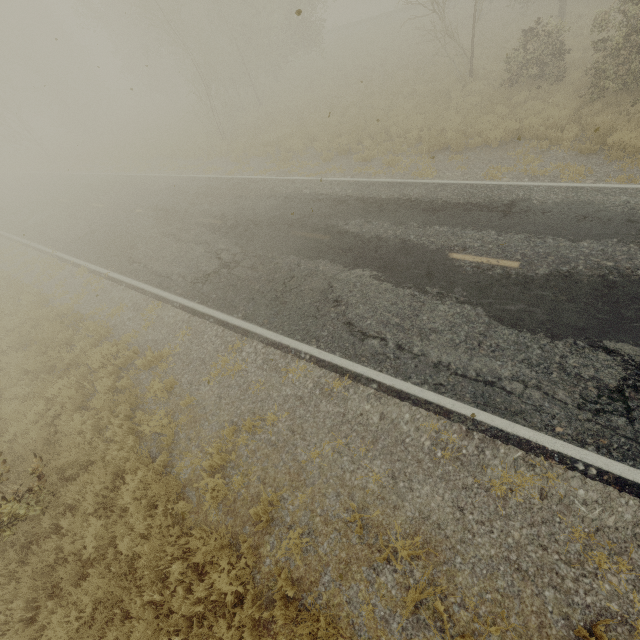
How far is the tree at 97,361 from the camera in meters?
8.1 m

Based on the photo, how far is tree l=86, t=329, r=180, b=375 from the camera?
8.1 meters

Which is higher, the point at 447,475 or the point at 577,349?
the point at 577,349
